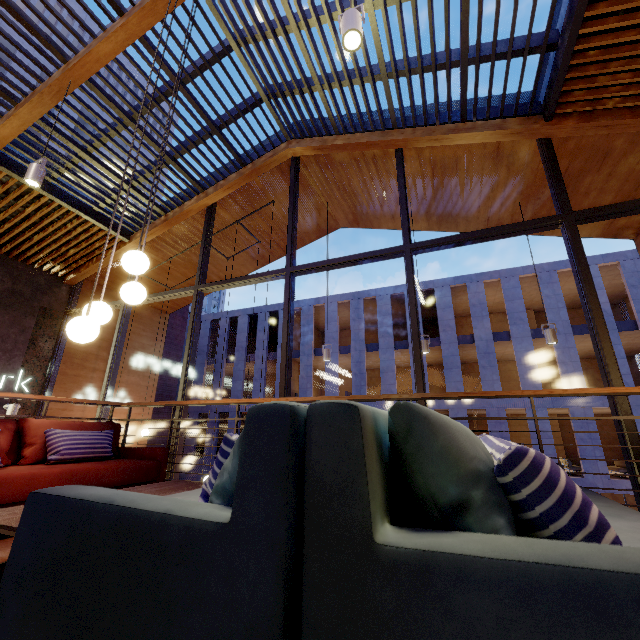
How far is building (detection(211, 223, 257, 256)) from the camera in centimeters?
804cm

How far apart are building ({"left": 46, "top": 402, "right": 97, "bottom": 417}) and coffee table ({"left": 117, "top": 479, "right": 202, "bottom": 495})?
5.48m

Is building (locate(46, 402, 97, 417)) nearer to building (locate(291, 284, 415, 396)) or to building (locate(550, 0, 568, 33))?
building (locate(550, 0, 568, 33))

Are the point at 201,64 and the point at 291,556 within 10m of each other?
yes

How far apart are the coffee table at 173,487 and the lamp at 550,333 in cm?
528

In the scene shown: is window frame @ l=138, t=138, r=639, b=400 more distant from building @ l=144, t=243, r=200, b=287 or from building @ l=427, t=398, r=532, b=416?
building @ l=427, t=398, r=532, b=416

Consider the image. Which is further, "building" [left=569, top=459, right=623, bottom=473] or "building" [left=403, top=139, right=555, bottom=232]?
"building" [left=569, top=459, right=623, bottom=473]

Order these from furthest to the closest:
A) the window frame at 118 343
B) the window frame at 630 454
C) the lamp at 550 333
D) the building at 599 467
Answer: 1. the building at 599 467
2. the window frame at 118 343
3. the lamp at 550 333
4. the window frame at 630 454
